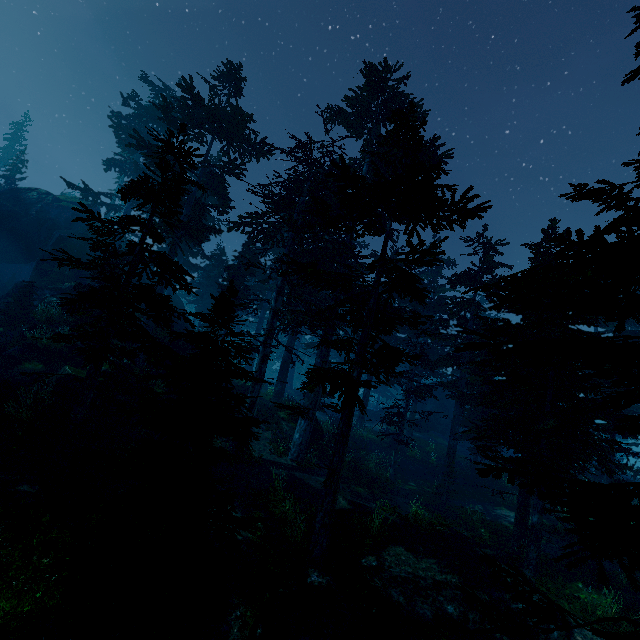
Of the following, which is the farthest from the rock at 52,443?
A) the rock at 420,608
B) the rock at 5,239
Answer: the rock at 420,608

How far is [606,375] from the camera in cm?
445

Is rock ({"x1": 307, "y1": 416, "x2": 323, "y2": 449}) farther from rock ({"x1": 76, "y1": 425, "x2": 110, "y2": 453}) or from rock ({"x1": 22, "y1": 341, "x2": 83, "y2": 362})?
rock ({"x1": 22, "y1": 341, "x2": 83, "y2": 362})

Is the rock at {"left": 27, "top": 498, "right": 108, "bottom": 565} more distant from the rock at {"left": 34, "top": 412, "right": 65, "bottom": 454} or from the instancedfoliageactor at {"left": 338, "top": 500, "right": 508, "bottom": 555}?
the rock at {"left": 34, "top": 412, "right": 65, "bottom": 454}

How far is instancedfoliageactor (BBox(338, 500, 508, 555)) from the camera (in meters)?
10.73

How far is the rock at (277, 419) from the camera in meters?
19.8

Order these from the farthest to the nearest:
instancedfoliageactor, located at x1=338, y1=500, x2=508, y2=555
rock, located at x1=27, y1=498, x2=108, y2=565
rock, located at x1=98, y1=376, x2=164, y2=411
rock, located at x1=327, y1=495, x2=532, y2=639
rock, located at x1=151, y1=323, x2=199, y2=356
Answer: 1. rock, located at x1=151, y1=323, x2=199, y2=356
2. rock, located at x1=98, y1=376, x2=164, y2=411
3. instancedfoliageactor, located at x1=338, y1=500, x2=508, y2=555
4. rock, located at x1=327, y1=495, x2=532, y2=639
5. rock, located at x1=27, y1=498, x2=108, y2=565
